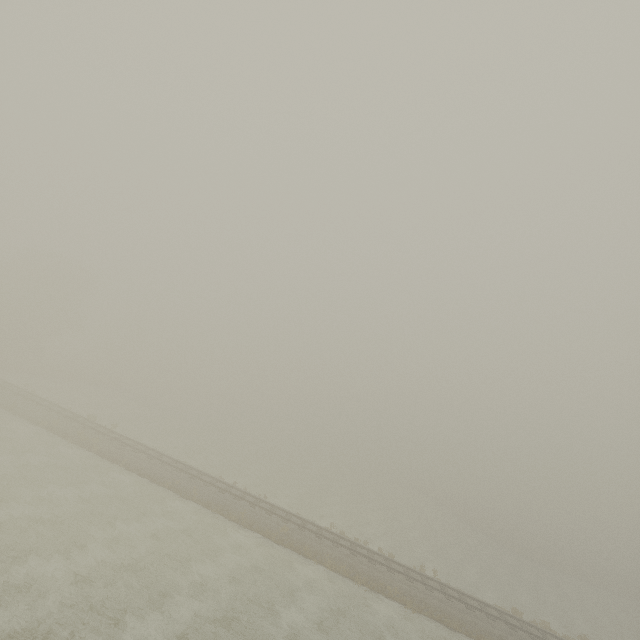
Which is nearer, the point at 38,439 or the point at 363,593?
the point at 363,593
